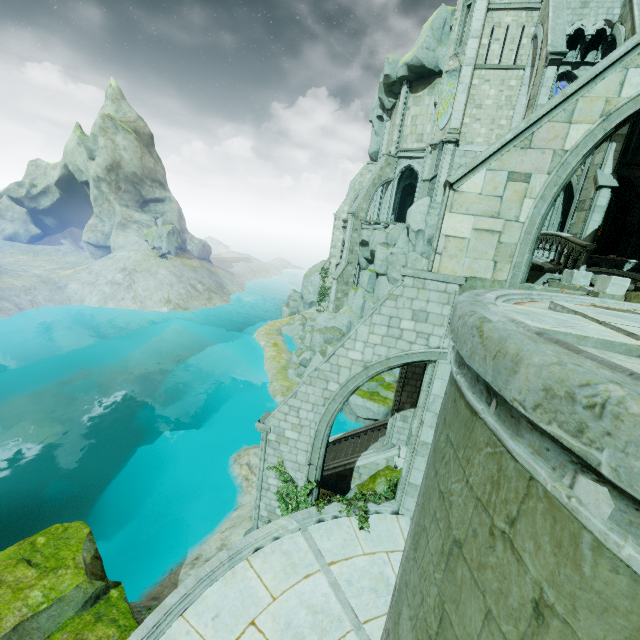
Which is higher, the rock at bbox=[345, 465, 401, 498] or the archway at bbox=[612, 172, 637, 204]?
the archway at bbox=[612, 172, 637, 204]

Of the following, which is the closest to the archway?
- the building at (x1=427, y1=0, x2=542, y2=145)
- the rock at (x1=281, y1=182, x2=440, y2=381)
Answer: the building at (x1=427, y1=0, x2=542, y2=145)

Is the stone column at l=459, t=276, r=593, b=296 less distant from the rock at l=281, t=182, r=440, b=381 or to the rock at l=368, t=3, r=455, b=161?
the rock at l=281, t=182, r=440, b=381

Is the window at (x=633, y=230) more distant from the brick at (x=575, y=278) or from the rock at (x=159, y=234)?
the rock at (x=159, y=234)

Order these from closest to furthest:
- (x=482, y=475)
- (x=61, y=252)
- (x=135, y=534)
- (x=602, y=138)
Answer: (x=482, y=475) → (x=602, y=138) → (x=135, y=534) → (x=61, y=252)

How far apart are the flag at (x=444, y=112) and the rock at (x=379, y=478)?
24.65m

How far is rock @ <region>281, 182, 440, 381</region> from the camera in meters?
25.2 m

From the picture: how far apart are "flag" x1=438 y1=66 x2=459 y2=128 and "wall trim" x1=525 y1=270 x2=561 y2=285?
17.9m
